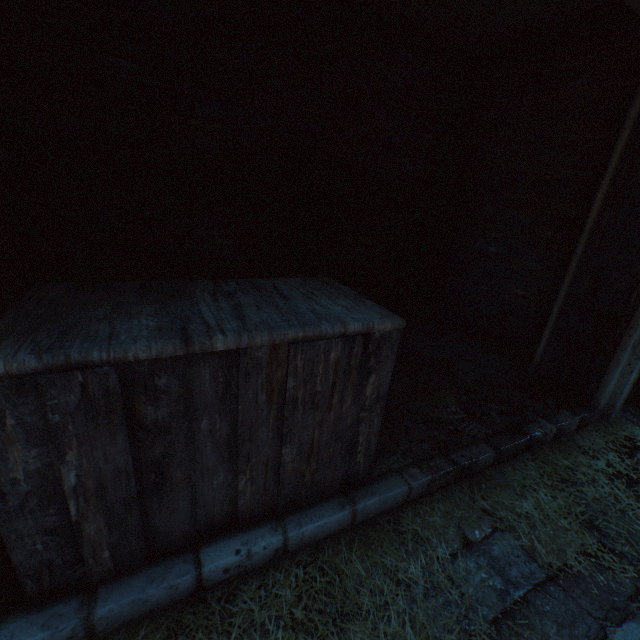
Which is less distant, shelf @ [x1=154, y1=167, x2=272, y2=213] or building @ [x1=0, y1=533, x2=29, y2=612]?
building @ [x1=0, y1=533, x2=29, y2=612]

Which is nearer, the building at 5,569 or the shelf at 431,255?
the building at 5,569

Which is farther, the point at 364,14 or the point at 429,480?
the point at 364,14

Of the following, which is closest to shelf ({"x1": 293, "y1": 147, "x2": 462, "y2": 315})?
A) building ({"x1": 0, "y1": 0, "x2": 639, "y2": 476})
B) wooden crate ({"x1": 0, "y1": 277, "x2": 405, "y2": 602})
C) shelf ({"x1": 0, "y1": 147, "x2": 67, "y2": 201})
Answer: building ({"x1": 0, "y1": 0, "x2": 639, "y2": 476})

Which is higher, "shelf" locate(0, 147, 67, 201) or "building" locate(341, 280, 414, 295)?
"shelf" locate(0, 147, 67, 201)

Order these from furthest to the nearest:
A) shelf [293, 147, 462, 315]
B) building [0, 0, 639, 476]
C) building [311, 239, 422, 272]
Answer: building [311, 239, 422, 272] < shelf [293, 147, 462, 315] < building [0, 0, 639, 476]

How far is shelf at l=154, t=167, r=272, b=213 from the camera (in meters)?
2.65

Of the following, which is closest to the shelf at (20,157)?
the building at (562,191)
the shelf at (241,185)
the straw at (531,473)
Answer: the building at (562,191)
